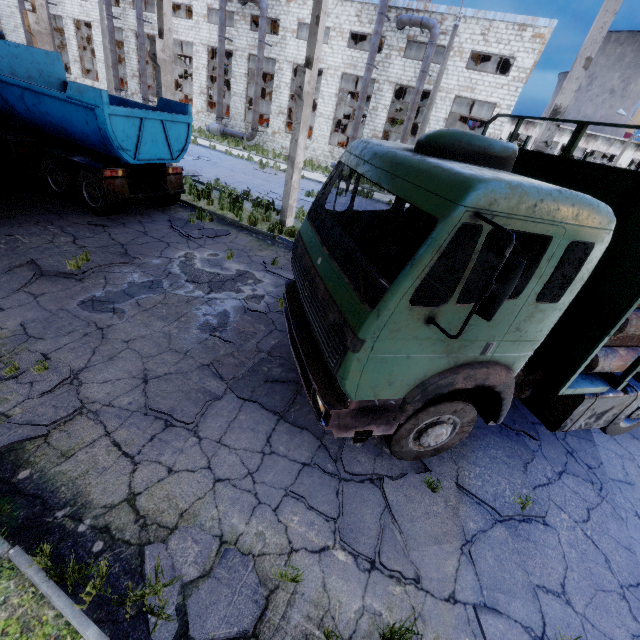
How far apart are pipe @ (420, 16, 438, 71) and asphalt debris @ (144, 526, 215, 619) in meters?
27.0

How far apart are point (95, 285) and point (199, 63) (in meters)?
33.56

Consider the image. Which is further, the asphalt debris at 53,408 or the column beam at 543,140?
the column beam at 543,140

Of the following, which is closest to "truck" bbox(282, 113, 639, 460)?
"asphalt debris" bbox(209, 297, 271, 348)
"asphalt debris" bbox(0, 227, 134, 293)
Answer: "asphalt debris" bbox(209, 297, 271, 348)

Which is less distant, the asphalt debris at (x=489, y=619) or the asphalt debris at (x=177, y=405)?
the asphalt debris at (x=489, y=619)

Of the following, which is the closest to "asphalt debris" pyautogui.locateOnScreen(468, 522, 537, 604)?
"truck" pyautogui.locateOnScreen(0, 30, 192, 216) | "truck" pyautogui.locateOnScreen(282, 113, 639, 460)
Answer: "truck" pyautogui.locateOnScreen(282, 113, 639, 460)

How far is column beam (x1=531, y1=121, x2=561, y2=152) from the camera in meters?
7.7 m

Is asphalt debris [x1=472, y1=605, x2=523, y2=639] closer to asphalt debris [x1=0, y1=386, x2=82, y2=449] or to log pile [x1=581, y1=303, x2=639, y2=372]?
log pile [x1=581, y1=303, x2=639, y2=372]
